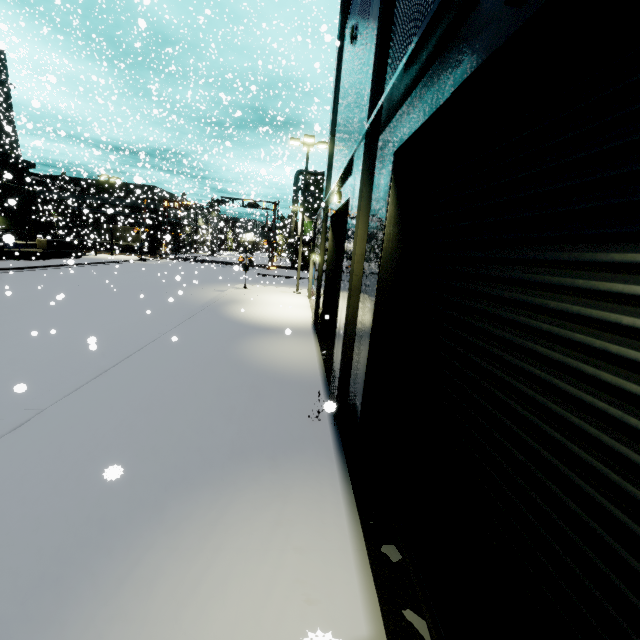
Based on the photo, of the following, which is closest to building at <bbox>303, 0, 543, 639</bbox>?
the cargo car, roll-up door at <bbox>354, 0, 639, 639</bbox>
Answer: roll-up door at <bbox>354, 0, 639, 639</bbox>

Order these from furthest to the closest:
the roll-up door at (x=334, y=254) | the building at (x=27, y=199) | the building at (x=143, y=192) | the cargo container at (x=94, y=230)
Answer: the building at (x=143, y=192) → the cargo container at (x=94, y=230) → the building at (x=27, y=199) → the roll-up door at (x=334, y=254)

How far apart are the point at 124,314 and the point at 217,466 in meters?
11.5

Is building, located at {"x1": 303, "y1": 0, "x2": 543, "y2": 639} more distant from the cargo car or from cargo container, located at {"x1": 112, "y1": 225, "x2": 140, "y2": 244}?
the cargo car

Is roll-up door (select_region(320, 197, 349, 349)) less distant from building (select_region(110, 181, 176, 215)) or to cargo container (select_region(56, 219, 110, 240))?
building (select_region(110, 181, 176, 215))

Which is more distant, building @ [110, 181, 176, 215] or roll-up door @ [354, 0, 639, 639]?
building @ [110, 181, 176, 215]

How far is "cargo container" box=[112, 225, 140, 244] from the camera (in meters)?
47.97

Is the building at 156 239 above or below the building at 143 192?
below
